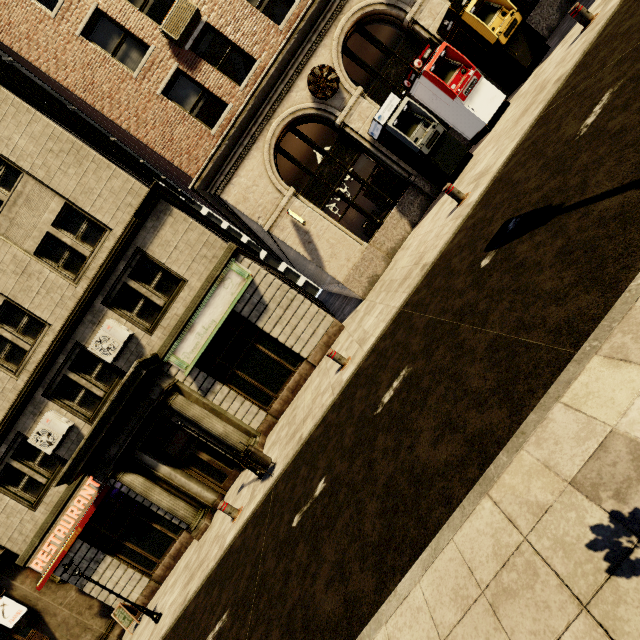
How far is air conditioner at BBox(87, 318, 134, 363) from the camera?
A: 10.93m

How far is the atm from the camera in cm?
975

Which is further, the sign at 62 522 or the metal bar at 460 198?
the sign at 62 522

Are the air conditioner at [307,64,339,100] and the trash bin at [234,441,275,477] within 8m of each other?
no

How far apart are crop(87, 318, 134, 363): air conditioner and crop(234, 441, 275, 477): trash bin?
6.1 meters

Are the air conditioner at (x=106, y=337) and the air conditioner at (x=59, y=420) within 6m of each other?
yes

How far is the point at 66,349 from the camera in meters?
11.3 m

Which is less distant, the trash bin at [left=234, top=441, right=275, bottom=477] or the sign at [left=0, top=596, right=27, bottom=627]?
the trash bin at [left=234, top=441, right=275, bottom=477]
